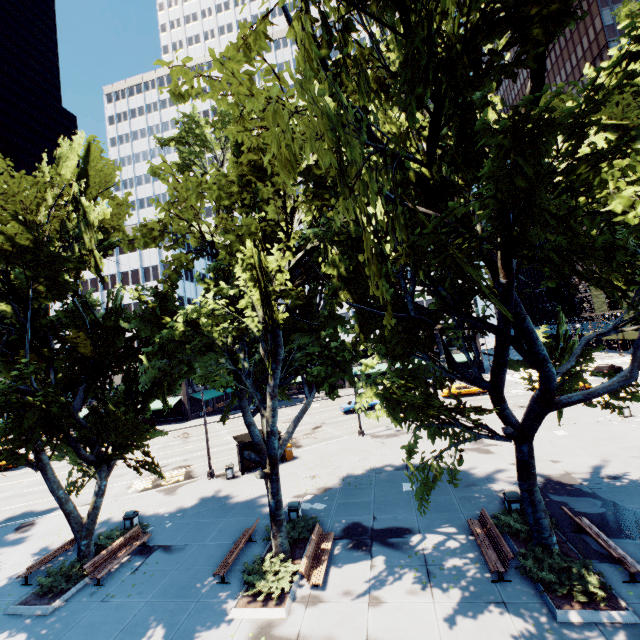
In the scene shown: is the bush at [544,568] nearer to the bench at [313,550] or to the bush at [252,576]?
the bench at [313,550]

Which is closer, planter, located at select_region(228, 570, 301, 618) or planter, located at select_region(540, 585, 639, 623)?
planter, located at select_region(540, 585, 639, 623)

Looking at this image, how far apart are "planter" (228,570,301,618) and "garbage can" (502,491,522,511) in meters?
8.9 m

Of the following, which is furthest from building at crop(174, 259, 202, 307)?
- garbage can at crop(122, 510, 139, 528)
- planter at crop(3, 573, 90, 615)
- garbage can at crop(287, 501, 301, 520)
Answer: garbage can at crop(287, 501, 301, 520)

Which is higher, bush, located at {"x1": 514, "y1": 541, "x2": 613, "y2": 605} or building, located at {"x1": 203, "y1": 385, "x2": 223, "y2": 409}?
building, located at {"x1": 203, "y1": 385, "x2": 223, "y2": 409}

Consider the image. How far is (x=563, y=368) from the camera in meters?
11.7 m

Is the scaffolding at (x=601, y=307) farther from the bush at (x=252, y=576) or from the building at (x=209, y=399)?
the bush at (x=252, y=576)

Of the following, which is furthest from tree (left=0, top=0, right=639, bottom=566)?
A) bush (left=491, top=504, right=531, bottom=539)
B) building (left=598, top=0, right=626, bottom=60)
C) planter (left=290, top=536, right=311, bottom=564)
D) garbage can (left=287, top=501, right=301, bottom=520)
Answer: building (left=598, top=0, right=626, bottom=60)
